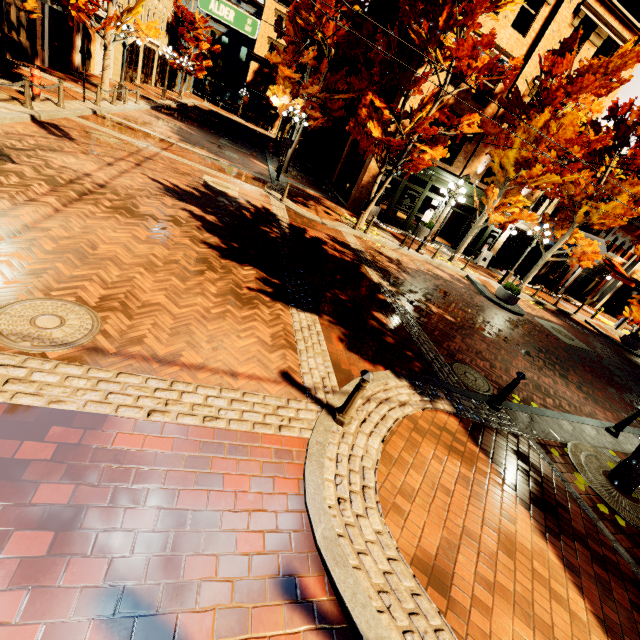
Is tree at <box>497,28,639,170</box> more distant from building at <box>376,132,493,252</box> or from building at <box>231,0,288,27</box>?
building at <box>231,0,288,27</box>

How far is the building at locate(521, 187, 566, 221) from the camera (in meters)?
19.67

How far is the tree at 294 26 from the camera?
15.5m

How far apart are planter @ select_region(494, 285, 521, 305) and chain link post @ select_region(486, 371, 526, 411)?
9.6 meters

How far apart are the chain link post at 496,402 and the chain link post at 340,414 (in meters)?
3.30

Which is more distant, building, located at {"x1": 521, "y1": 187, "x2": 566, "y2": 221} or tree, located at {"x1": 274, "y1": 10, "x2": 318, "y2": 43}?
building, located at {"x1": 521, "y1": 187, "x2": 566, "y2": 221}

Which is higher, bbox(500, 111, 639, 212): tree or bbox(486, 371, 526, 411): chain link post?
bbox(500, 111, 639, 212): tree

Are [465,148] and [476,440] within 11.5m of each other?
no
